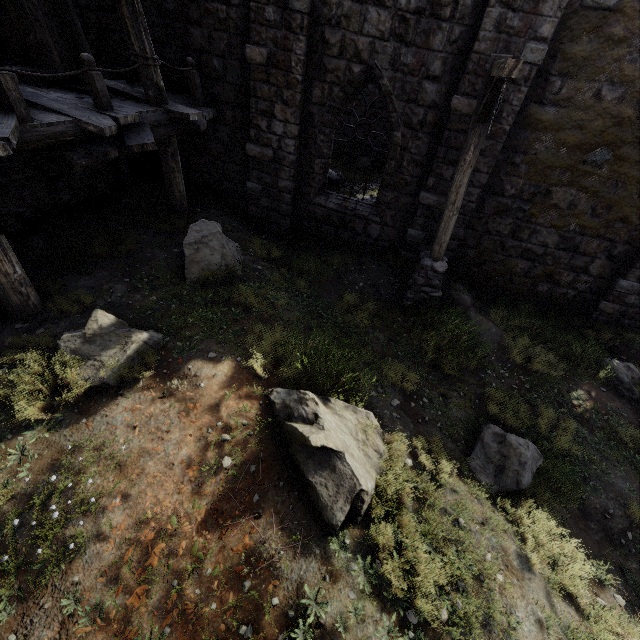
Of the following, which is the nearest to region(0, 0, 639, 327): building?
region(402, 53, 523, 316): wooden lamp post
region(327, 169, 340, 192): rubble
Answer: region(327, 169, 340, 192): rubble

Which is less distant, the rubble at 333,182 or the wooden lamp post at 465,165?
the wooden lamp post at 465,165

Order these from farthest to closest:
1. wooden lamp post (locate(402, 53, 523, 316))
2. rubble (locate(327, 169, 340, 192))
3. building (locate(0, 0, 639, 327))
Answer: rubble (locate(327, 169, 340, 192)) < building (locate(0, 0, 639, 327)) < wooden lamp post (locate(402, 53, 523, 316))

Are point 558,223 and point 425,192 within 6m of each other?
yes

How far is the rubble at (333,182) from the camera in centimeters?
1204cm

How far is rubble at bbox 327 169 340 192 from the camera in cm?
1204

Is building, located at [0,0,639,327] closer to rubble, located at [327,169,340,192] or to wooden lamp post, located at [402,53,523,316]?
rubble, located at [327,169,340,192]
